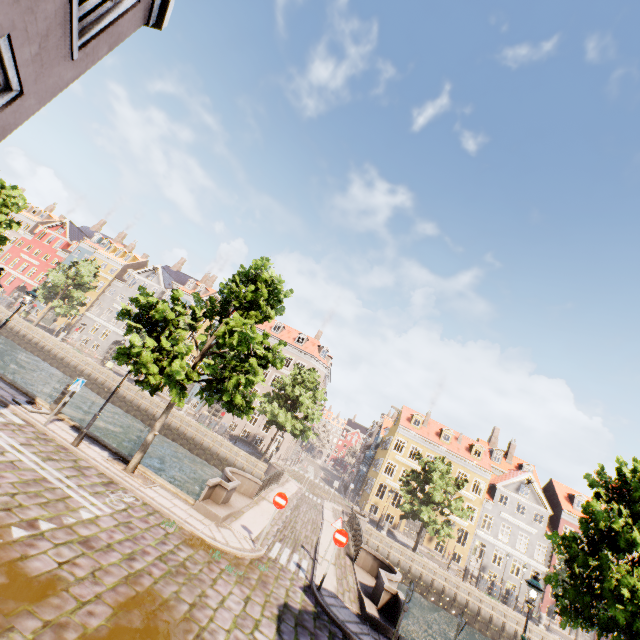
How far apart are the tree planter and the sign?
4.3 meters

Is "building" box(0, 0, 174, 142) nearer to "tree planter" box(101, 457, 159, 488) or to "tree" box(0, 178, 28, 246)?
"tree" box(0, 178, 28, 246)

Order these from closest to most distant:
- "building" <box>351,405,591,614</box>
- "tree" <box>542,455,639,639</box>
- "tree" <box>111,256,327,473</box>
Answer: "tree" <box>542,455,639,639</box>
"tree" <box>111,256,327,473</box>
"building" <box>351,405,591,614</box>

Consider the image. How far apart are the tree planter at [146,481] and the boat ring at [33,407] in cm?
351

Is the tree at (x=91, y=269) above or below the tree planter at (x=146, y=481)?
above

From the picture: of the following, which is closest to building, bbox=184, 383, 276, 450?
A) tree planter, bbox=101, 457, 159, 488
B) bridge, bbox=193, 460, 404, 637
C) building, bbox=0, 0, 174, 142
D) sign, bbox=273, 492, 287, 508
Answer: bridge, bbox=193, 460, 404, 637

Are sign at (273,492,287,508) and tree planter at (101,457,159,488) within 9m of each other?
yes

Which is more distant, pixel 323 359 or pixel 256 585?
pixel 323 359
